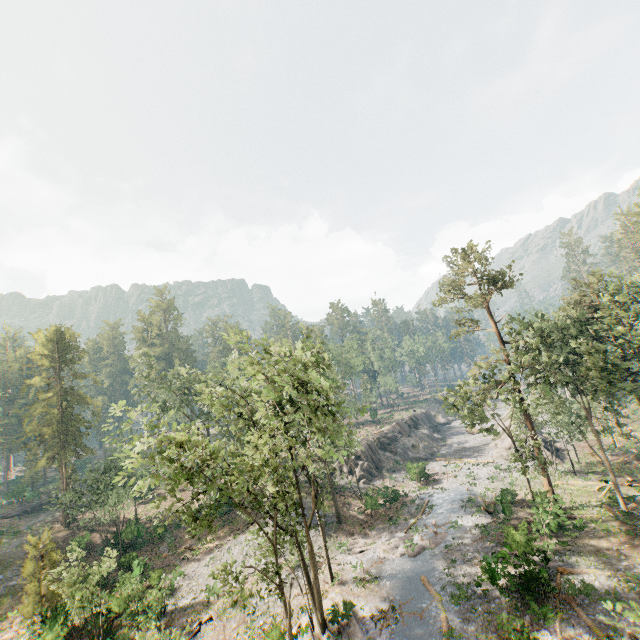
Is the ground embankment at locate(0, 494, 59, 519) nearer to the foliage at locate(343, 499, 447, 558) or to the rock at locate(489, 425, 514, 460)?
the foliage at locate(343, 499, 447, 558)

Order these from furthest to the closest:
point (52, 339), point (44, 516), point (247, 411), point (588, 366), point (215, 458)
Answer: point (44, 516)
point (52, 339)
point (247, 411)
point (588, 366)
point (215, 458)

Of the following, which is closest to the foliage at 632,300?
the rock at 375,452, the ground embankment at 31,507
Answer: the ground embankment at 31,507

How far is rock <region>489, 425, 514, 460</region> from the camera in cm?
4369

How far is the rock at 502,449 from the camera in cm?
4369

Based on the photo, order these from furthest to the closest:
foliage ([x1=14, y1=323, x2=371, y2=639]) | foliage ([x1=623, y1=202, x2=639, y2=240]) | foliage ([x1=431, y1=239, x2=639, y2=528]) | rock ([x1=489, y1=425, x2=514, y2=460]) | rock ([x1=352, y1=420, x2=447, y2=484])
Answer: foliage ([x1=623, y1=202, x2=639, y2=240]), rock ([x1=352, y1=420, x2=447, y2=484]), rock ([x1=489, y1=425, x2=514, y2=460]), foliage ([x1=431, y1=239, x2=639, y2=528]), foliage ([x1=14, y1=323, x2=371, y2=639])
